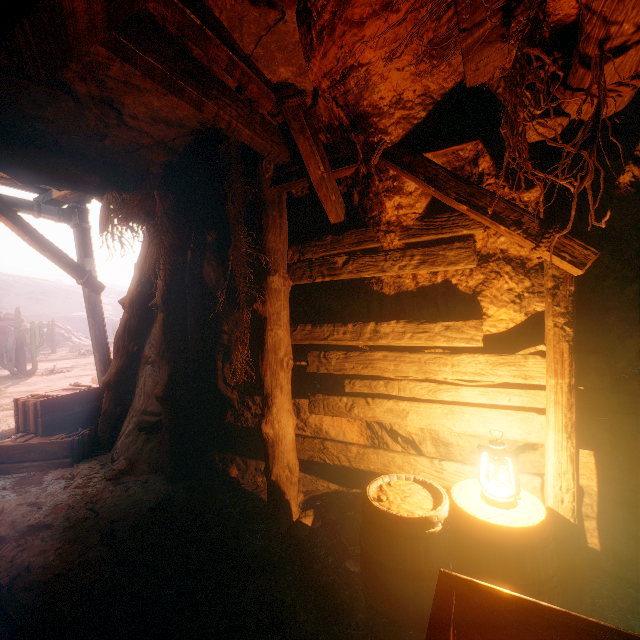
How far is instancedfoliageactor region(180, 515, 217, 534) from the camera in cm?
352

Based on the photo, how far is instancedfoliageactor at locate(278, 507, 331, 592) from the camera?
2.7 meters

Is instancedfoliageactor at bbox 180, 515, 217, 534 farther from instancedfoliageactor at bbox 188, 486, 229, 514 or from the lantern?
the lantern

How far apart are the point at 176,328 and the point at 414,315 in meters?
3.3

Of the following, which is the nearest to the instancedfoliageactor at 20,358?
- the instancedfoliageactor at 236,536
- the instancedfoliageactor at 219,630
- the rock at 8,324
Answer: the rock at 8,324

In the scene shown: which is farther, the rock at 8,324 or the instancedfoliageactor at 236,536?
the rock at 8,324

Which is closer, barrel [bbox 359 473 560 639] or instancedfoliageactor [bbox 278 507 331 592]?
barrel [bbox 359 473 560 639]

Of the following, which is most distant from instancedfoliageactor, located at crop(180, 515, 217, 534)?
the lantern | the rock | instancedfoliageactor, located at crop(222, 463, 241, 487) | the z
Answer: the rock
